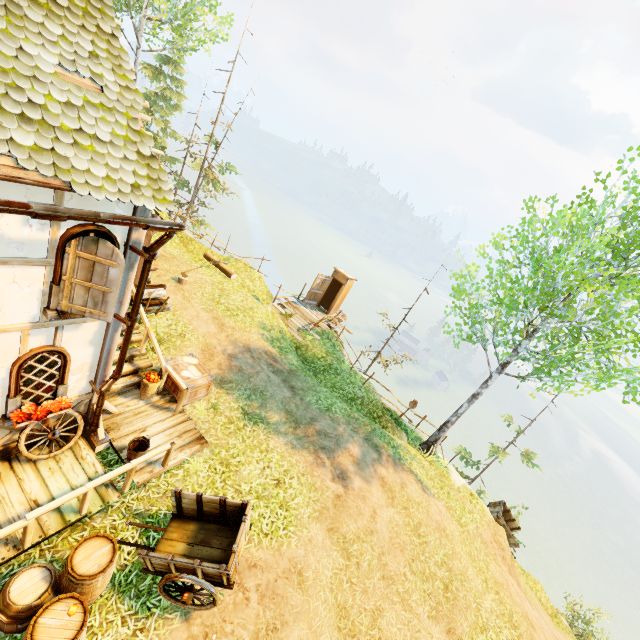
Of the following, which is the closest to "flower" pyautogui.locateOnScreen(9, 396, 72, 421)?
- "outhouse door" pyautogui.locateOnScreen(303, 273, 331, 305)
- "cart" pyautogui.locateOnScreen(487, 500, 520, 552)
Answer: "outhouse door" pyautogui.locateOnScreen(303, 273, 331, 305)

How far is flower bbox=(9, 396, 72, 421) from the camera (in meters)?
5.48

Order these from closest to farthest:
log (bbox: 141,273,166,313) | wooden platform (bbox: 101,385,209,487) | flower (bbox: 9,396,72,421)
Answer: flower (bbox: 9,396,72,421) < wooden platform (bbox: 101,385,209,487) < log (bbox: 141,273,166,313)

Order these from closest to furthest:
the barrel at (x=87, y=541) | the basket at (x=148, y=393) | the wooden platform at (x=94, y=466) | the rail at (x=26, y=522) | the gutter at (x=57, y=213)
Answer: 1. the gutter at (x=57, y=213)
2. the barrel at (x=87, y=541)
3. the rail at (x=26, y=522)
4. the wooden platform at (x=94, y=466)
5. the basket at (x=148, y=393)

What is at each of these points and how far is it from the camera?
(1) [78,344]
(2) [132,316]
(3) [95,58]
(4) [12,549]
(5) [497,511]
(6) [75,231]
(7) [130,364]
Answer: (1) building, 5.8m
(2) drain pipe, 5.9m
(3) building, 4.8m
(4) wooden platform, 5.1m
(5) cart, 15.3m
(6) window, 4.5m
(7) stairs, 8.6m

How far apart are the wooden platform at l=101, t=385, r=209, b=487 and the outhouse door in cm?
1092

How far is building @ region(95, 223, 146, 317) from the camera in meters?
5.1 m

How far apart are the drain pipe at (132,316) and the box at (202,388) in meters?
2.0
